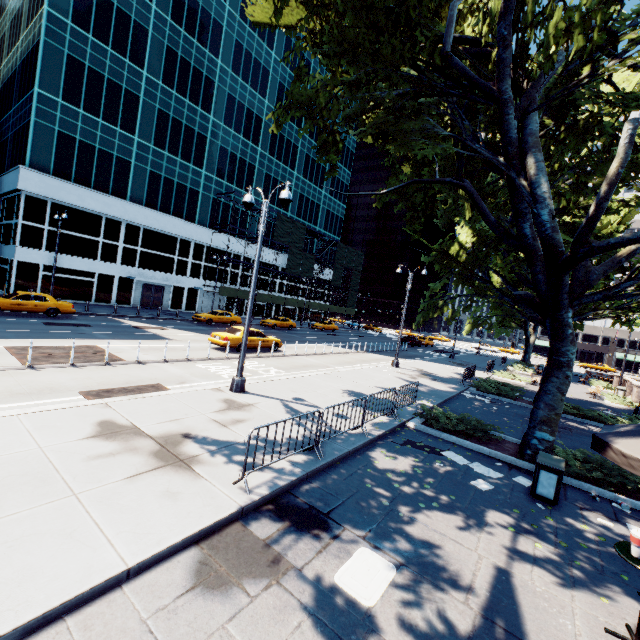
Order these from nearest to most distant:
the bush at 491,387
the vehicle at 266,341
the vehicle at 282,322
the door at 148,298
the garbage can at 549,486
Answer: the garbage can at 549,486 → the bush at 491,387 → the vehicle at 266,341 → the door at 148,298 → the vehicle at 282,322

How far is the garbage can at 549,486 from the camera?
7.3 meters

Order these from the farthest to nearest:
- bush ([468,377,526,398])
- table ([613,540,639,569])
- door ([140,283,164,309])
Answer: door ([140,283,164,309]), bush ([468,377,526,398]), table ([613,540,639,569])

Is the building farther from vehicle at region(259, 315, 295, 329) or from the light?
the light

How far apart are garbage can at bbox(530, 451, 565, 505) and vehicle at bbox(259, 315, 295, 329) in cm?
3237

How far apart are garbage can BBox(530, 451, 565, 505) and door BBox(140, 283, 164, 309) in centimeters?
3841cm

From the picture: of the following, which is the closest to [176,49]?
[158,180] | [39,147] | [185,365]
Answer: [158,180]

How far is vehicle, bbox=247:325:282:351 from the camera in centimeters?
2059cm
